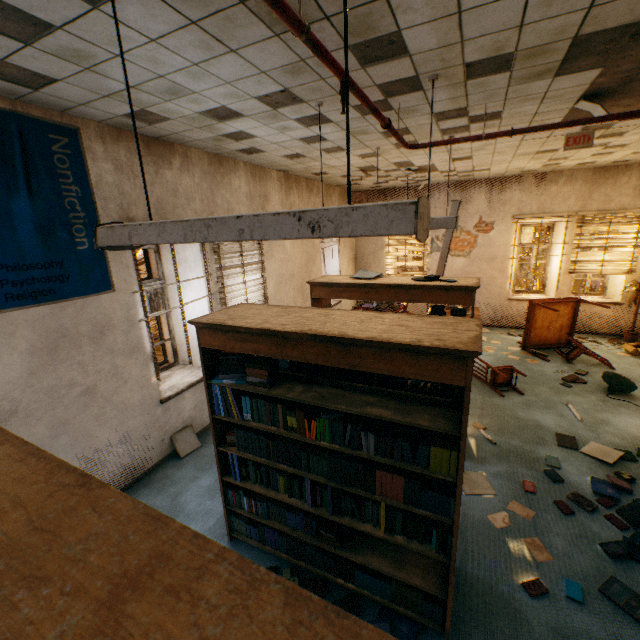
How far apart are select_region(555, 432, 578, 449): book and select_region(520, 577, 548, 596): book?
2.2m

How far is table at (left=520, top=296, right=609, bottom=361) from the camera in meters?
7.1 m

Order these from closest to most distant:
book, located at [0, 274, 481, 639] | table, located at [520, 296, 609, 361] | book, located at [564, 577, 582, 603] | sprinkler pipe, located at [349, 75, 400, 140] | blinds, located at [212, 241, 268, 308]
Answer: book, located at [0, 274, 481, 639]
sprinkler pipe, located at [349, 75, 400, 140]
book, located at [564, 577, 582, 603]
blinds, located at [212, 241, 268, 308]
table, located at [520, 296, 609, 361]

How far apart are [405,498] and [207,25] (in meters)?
3.12

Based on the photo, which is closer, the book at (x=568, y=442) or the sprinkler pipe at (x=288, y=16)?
the sprinkler pipe at (x=288, y=16)

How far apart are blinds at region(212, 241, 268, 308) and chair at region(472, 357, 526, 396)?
4.09m

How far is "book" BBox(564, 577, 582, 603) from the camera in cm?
248

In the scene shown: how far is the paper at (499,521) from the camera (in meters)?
3.14
